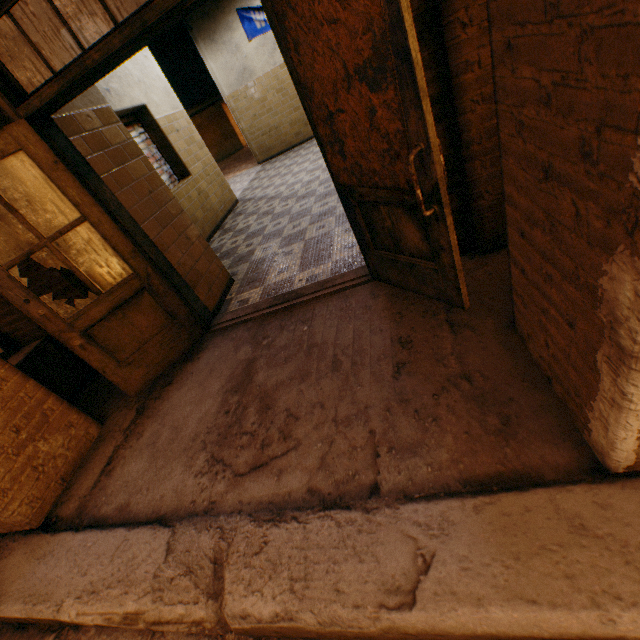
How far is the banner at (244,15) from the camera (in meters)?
8.06

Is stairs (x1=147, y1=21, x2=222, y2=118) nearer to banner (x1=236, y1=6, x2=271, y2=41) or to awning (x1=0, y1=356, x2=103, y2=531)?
banner (x1=236, y1=6, x2=271, y2=41)

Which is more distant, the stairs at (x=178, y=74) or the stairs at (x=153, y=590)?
the stairs at (x=178, y=74)

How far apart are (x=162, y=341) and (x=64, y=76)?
1.9 meters

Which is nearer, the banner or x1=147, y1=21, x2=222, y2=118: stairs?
the banner

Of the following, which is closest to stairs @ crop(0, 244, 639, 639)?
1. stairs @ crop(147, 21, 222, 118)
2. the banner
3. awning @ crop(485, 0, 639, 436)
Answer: awning @ crop(485, 0, 639, 436)

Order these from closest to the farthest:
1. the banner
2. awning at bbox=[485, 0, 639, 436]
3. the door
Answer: awning at bbox=[485, 0, 639, 436] → the door → the banner

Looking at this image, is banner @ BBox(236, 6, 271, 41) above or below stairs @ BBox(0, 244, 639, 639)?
above
